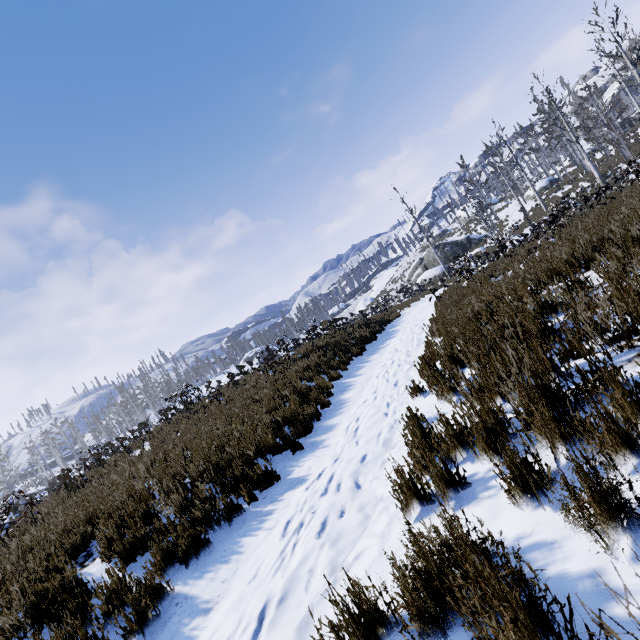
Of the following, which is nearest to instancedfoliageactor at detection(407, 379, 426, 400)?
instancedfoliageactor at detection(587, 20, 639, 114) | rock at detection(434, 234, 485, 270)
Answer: instancedfoliageactor at detection(587, 20, 639, 114)

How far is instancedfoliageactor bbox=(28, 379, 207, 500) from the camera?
12.12m

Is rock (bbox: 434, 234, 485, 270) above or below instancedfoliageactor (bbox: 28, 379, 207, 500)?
below

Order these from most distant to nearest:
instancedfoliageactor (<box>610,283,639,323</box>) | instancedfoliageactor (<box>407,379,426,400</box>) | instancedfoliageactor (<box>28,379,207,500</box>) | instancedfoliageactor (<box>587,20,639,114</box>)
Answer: instancedfoliageactor (<box>587,20,639,114</box>), instancedfoliageactor (<box>28,379,207,500</box>), instancedfoliageactor (<box>407,379,426,400</box>), instancedfoliageactor (<box>610,283,639,323</box>)

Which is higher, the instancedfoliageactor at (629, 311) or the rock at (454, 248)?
the rock at (454, 248)

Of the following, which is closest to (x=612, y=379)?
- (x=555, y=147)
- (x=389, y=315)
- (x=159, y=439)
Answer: (x=159, y=439)

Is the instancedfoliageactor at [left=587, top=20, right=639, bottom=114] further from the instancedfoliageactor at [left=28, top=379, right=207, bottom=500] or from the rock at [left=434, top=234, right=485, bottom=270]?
the instancedfoliageactor at [left=28, top=379, right=207, bottom=500]

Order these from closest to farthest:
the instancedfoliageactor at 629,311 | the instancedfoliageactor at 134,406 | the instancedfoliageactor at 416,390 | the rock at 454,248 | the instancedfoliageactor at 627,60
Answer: the instancedfoliageactor at 629,311
the instancedfoliageactor at 416,390
the instancedfoliageactor at 134,406
the instancedfoliageactor at 627,60
the rock at 454,248
